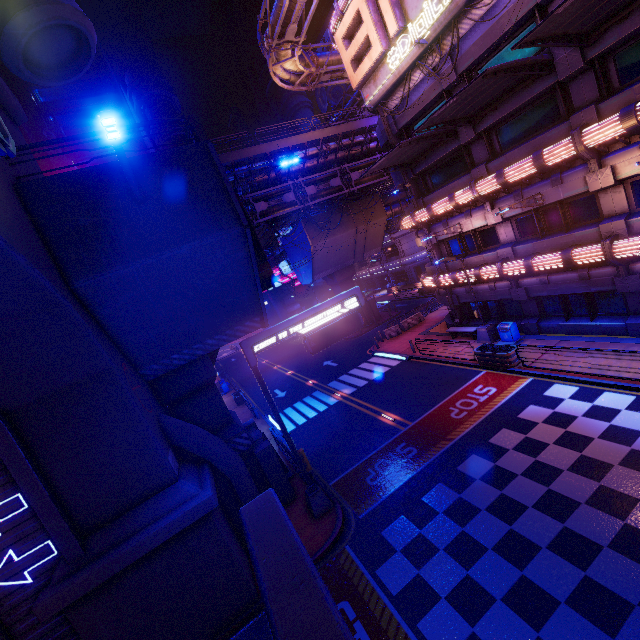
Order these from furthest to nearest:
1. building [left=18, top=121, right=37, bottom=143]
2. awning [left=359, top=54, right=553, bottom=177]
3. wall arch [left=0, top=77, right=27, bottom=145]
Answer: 1. building [left=18, top=121, right=37, bottom=143]
2. awning [left=359, top=54, right=553, bottom=177]
3. wall arch [left=0, top=77, right=27, bottom=145]

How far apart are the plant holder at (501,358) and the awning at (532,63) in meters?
11.5

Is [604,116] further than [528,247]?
No

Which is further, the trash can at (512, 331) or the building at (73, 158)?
the building at (73, 158)

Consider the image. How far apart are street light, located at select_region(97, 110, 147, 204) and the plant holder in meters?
16.9

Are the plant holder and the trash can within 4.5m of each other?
yes

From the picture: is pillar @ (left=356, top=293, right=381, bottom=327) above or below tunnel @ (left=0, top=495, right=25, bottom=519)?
below

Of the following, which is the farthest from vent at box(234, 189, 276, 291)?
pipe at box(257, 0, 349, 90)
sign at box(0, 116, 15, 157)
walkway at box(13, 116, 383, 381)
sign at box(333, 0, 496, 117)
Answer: sign at box(333, 0, 496, 117)
